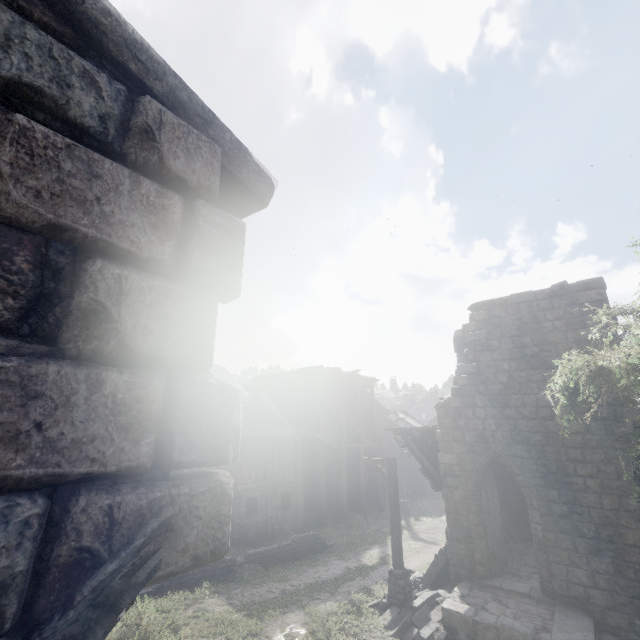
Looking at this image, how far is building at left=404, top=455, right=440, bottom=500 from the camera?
31.1m

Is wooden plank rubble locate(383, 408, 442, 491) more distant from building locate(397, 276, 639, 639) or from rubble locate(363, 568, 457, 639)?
rubble locate(363, 568, 457, 639)

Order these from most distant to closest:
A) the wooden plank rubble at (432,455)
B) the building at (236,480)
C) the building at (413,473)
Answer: the building at (413,473) < the wooden plank rubble at (432,455) < the building at (236,480)

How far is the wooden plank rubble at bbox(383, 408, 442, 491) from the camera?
12.75m

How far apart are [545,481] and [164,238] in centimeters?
1316cm

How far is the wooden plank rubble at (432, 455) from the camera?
12.8 meters

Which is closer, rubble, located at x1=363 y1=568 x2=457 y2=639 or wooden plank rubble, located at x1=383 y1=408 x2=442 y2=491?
rubble, located at x1=363 y1=568 x2=457 y2=639
